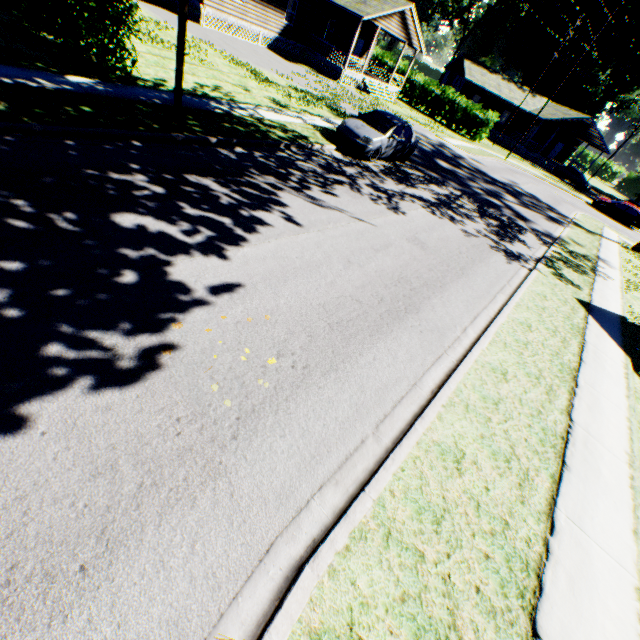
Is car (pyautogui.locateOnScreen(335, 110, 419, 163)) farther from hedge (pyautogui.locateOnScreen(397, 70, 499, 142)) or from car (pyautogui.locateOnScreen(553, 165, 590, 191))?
car (pyautogui.locateOnScreen(553, 165, 590, 191))

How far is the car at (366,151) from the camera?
13.0m

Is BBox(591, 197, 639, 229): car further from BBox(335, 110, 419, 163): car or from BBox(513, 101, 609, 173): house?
BBox(335, 110, 419, 163): car

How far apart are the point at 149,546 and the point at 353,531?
1.9 meters

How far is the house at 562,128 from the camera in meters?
40.7

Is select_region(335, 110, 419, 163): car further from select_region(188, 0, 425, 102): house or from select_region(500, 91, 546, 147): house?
select_region(500, 91, 546, 147): house

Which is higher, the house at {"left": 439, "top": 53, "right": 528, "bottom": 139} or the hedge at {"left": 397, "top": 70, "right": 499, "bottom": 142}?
the house at {"left": 439, "top": 53, "right": 528, "bottom": 139}

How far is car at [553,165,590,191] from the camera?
39.59m
